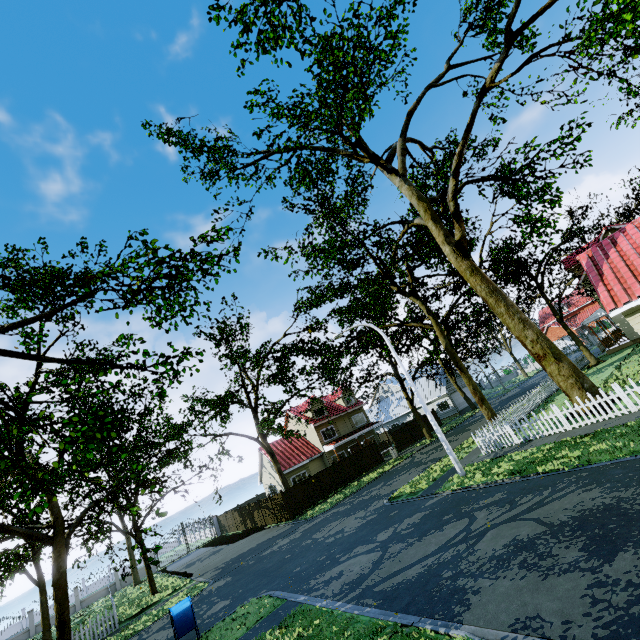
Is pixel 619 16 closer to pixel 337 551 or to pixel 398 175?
pixel 398 175

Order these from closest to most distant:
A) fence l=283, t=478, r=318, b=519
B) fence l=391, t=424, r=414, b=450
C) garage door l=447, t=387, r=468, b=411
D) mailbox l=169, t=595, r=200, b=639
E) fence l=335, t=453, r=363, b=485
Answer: mailbox l=169, t=595, r=200, b=639 → fence l=283, t=478, r=318, b=519 → fence l=335, t=453, r=363, b=485 → fence l=391, t=424, r=414, b=450 → garage door l=447, t=387, r=468, b=411

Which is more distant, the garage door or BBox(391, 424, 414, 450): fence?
the garage door

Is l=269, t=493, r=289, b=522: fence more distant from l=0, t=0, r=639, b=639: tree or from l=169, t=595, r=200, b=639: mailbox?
l=169, t=595, r=200, b=639: mailbox

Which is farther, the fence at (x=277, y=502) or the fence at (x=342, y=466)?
the fence at (x=342, y=466)

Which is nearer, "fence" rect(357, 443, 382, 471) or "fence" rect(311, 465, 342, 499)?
"fence" rect(311, 465, 342, 499)

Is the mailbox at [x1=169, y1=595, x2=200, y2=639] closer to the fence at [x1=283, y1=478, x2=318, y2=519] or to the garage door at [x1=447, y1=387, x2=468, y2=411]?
the fence at [x1=283, y1=478, x2=318, y2=519]

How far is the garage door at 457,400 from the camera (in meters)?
42.44
